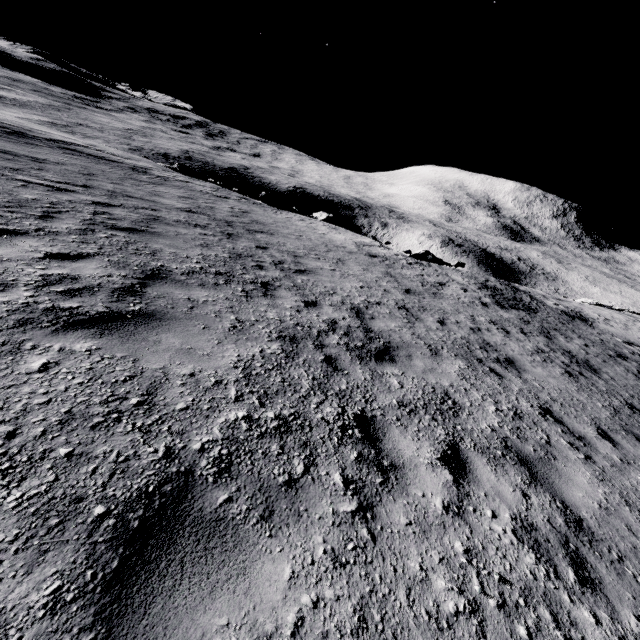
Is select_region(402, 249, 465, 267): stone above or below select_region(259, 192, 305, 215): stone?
below

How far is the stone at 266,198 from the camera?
22.47m

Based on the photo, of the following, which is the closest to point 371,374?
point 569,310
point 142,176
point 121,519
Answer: point 121,519

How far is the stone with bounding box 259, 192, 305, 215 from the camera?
22.47m

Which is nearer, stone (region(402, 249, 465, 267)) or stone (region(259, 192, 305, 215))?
stone (region(259, 192, 305, 215))

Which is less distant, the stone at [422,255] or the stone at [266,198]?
the stone at [266,198]

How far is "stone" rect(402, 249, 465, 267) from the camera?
24.0 meters
